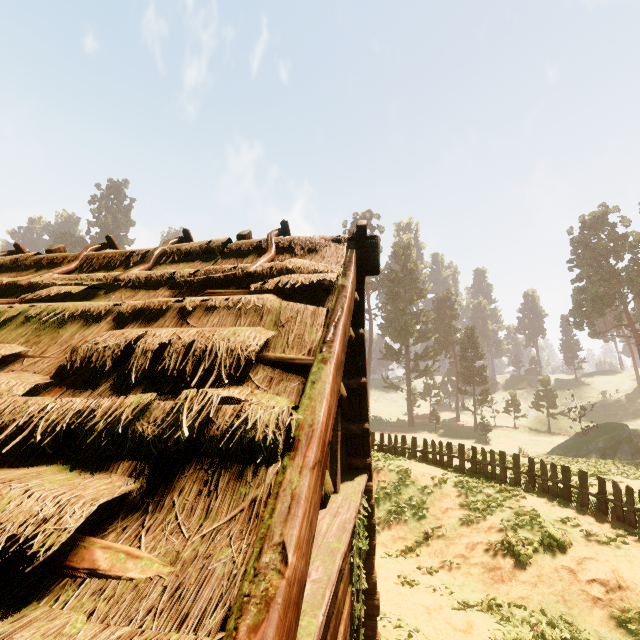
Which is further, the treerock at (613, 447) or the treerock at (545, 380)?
the treerock at (545, 380)

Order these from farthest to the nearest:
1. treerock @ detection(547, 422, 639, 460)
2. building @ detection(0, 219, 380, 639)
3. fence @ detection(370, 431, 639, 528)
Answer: treerock @ detection(547, 422, 639, 460), fence @ detection(370, 431, 639, 528), building @ detection(0, 219, 380, 639)

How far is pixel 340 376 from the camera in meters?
2.7 m

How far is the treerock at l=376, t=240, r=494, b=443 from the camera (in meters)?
49.29

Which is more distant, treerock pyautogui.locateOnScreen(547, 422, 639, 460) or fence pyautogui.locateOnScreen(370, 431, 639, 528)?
treerock pyautogui.locateOnScreen(547, 422, 639, 460)

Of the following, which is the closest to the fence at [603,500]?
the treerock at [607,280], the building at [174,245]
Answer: the building at [174,245]

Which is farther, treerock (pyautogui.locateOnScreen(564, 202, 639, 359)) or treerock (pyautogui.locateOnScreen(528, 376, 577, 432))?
treerock (pyautogui.locateOnScreen(528, 376, 577, 432))
